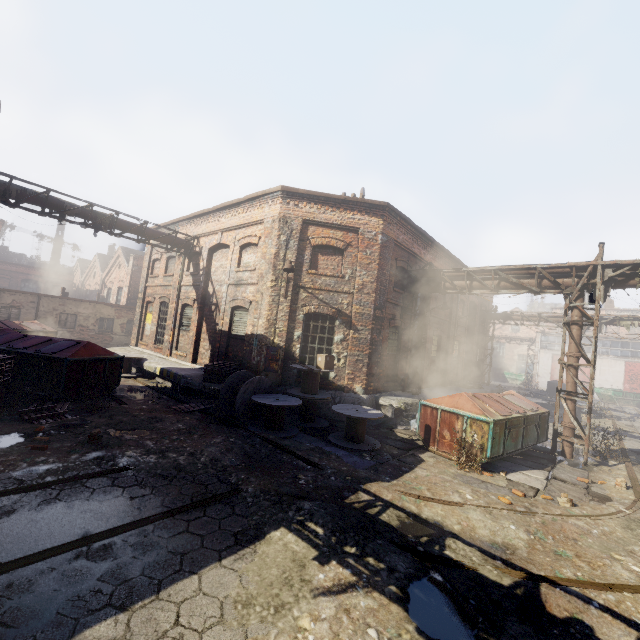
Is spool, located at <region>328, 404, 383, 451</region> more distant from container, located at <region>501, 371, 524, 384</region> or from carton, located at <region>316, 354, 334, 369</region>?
container, located at <region>501, 371, 524, 384</region>

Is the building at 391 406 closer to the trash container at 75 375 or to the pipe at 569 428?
the pipe at 569 428

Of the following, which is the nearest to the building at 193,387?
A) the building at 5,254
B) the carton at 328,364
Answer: the carton at 328,364

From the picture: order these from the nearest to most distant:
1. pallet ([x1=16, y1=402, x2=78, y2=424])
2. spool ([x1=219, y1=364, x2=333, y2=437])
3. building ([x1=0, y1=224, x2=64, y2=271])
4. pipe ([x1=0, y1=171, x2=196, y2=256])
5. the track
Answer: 1. the track
2. pallet ([x1=16, y1=402, x2=78, y2=424])
3. spool ([x1=219, y1=364, x2=333, y2=437])
4. pipe ([x1=0, y1=171, x2=196, y2=256])
5. building ([x1=0, y1=224, x2=64, y2=271])

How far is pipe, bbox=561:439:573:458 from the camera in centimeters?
1053cm

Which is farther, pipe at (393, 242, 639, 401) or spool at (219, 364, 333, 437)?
pipe at (393, 242, 639, 401)

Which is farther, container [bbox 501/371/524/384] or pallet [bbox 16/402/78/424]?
container [bbox 501/371/524/384]

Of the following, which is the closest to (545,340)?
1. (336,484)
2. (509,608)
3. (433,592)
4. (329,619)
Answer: (336,484)
